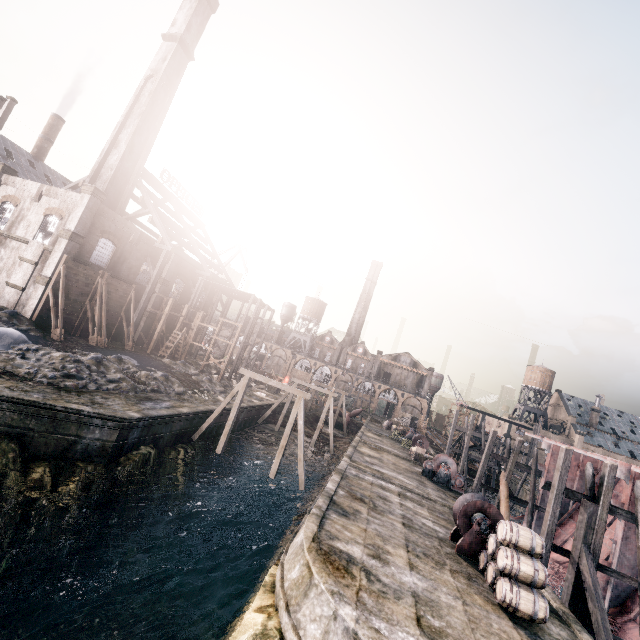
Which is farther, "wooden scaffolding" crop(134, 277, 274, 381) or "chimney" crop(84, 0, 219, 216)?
"wooden scaffolding" crop(134, 277, 274, 381)

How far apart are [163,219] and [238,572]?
40.63m

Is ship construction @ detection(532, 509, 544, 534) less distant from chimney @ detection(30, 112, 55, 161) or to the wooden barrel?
the wooden barrel

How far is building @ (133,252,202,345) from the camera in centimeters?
3944cm

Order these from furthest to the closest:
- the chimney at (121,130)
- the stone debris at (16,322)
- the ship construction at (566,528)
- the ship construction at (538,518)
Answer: the chimney at (121,130) < the ship construction at (538,518) < the ship construction at (566,528) < the stone debris at (16,322)

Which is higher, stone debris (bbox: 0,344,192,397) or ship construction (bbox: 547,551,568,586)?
stone debris (bbox: 0,344,192,397)

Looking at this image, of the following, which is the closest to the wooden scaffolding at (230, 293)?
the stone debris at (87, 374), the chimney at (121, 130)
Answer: the stone debris at (87, 374)

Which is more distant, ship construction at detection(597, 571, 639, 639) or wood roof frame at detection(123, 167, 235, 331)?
wood roof frame at detection(123, 167, 235, 331)
